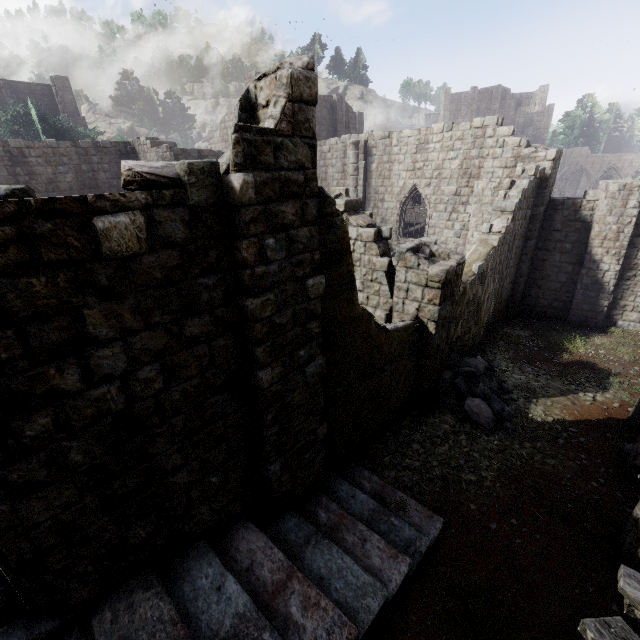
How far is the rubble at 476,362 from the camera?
9.1 meters

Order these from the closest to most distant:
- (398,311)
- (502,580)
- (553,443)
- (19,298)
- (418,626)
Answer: (19,298) → (418,626) → (502,580) → (553,443) → (398,311)

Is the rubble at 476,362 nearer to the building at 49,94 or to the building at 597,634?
the building at 597,634

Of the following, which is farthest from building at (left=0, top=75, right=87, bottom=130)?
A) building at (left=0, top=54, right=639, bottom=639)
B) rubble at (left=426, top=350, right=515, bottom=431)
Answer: rubble at (left=426, top=350, right=515, bottom=431)

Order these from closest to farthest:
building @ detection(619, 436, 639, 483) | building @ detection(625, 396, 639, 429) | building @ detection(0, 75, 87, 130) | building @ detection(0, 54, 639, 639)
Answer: building @ detection(0, 54, 639, 639), building @ detection(619, 436, 639, 483), building @ detection(625, 396, 639, 429), building @ detection(0, 75, 87, 130)

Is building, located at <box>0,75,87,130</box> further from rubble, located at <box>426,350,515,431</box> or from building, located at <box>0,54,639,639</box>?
rubble, located at <box>426,350,515,431</box>

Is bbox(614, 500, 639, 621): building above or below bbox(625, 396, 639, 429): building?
above
